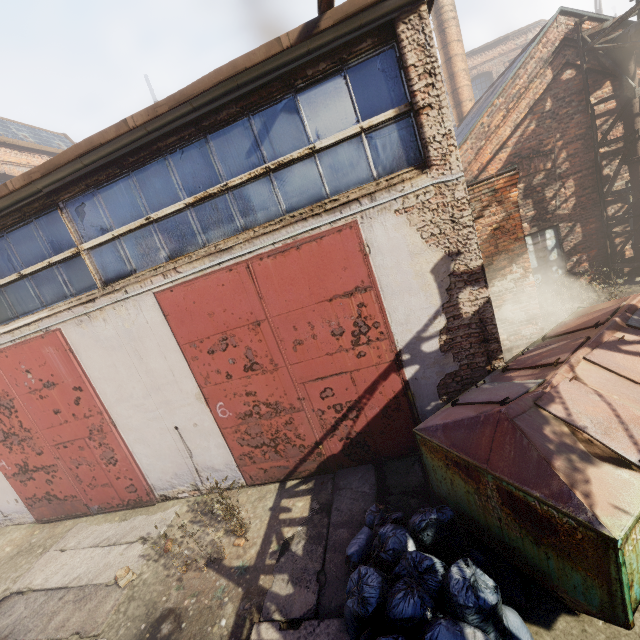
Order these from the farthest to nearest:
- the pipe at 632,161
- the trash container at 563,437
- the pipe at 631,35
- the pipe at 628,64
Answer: the pipe at 632,161 → the pipe at 628,64 → the pipe at 631,35 → the trash container at 563,437

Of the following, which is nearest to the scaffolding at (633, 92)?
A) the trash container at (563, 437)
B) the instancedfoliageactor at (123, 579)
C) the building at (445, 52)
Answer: the trash container at (563, 437)

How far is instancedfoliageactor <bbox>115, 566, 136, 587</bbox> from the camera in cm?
534

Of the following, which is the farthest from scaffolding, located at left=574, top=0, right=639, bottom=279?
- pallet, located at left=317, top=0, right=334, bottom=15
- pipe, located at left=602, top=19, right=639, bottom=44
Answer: pallet, located at left=317, top=0, right=334, bottom=15

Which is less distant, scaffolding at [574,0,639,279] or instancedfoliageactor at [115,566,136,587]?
instancedfoliageactor at [115,566,136,587]

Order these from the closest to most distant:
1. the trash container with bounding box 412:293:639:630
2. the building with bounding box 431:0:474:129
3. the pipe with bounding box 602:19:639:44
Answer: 1. the trash container with bounding box 412:293:639:630
2. the pipe with bounding box 602:19:639:44
3. the building with bounding box 431:0:474:129

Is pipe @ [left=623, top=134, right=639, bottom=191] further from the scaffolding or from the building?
the building

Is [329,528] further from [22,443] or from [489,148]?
[489,148]
